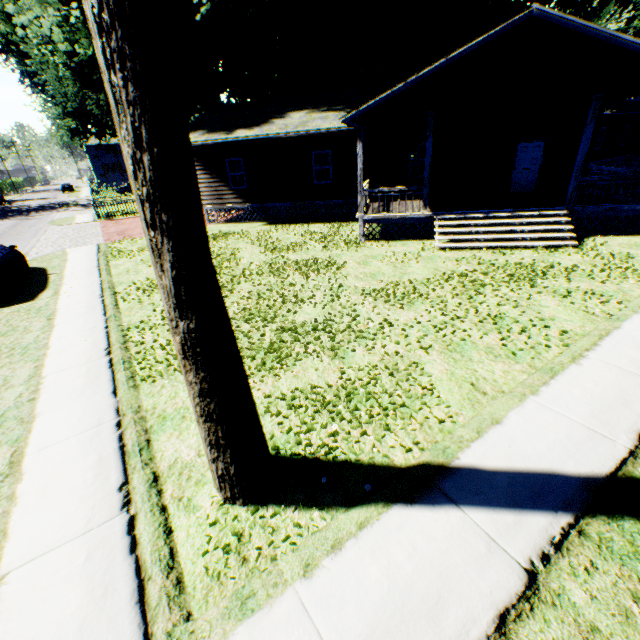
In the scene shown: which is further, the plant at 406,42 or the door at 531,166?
the plant at 406,42

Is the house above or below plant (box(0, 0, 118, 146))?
below

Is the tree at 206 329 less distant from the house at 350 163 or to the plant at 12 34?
the plant at 12 34

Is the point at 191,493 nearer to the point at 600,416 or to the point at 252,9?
the point at 600,416

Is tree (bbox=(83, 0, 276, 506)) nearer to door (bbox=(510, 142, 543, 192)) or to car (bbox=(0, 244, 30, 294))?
car (bbox=(0, 244, 30, 294))

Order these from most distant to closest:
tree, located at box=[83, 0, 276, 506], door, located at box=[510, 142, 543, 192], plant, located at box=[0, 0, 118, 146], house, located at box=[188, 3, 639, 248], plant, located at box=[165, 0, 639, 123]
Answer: plant, located at box=[165, 0, 639, 123], plant, located at box=[0, 0, 118, 146], door, located at box=[510, 142, 543, 192], house, located at box=[188, 3, 639, 248], tree, located at box=[83, 0, 276, 506]

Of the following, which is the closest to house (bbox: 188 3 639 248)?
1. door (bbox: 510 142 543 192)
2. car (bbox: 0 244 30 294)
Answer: door (bbox: 510 142 543 192)

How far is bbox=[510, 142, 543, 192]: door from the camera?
15.05m
